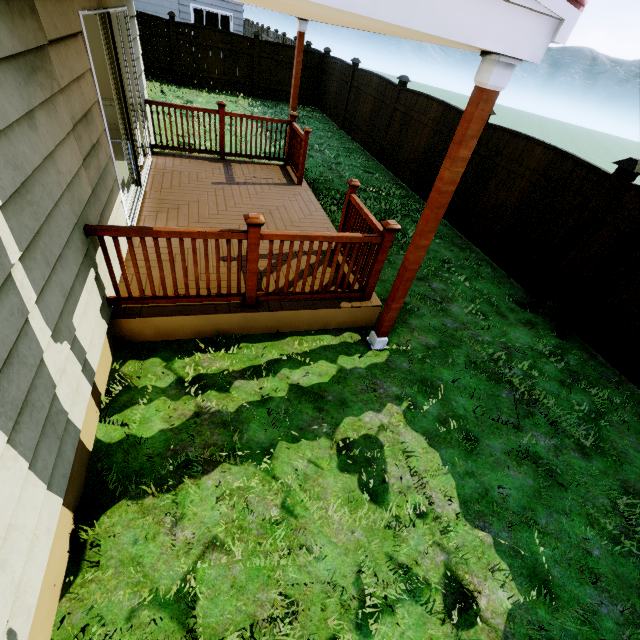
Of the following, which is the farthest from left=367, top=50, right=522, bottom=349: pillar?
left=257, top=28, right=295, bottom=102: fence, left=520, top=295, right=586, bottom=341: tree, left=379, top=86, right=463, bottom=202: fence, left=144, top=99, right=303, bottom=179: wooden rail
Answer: left=257, top=28, right=295, bottom=102: fence

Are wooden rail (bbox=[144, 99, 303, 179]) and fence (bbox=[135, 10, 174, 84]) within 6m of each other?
no

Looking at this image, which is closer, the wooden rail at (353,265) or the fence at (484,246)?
the wooden rail at (353,265)

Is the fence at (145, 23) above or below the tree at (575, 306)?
above

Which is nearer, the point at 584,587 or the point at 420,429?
the point at 584,587

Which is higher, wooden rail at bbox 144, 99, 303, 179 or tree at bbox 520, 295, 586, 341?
wooden rail at bbox 144, 99, 303, 179

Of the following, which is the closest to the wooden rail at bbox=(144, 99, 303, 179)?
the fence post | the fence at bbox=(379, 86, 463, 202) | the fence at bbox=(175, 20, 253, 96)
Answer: the fence at bbox=(379, 86, 463, 202)

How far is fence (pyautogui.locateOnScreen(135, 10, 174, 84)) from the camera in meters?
11.9 m
